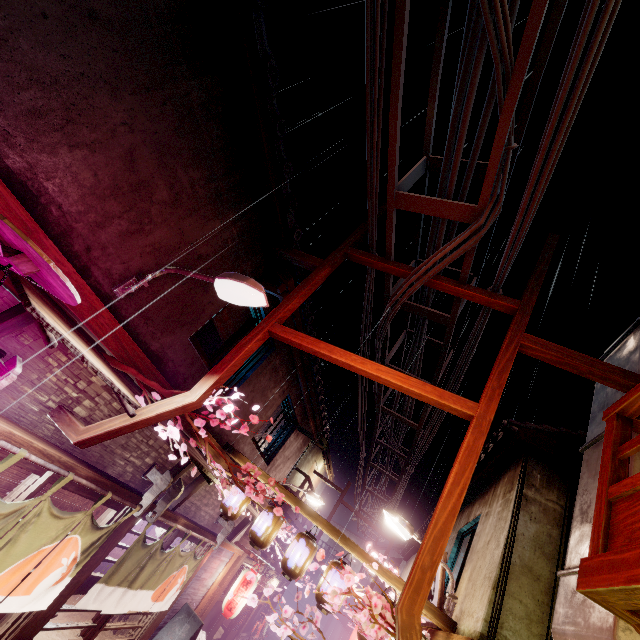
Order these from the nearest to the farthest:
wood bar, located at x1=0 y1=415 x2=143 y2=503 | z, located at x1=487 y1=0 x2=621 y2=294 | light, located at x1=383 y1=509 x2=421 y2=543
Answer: z, located at x1=487 y1=0 x2=621 y2=294, wood bar, located at x1=0 y1=415 x2=143 y2=503, light, located at x1=383 y1=509 x2=421 y2=543

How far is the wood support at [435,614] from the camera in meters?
9.1 m

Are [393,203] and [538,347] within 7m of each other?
yes

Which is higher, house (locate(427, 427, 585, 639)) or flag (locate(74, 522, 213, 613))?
house (locate(427, 427, 585, 639))

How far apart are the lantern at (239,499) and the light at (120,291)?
8.2 meters

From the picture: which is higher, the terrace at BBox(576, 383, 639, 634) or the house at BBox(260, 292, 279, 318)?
the house at BBox(260, 292, 279, 318)

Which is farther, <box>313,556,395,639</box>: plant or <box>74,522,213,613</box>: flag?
<box>74,522,213,613</box>: flag

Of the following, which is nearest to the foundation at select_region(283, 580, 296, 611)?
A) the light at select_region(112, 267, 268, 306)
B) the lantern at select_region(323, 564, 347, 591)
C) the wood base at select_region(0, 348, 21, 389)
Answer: Result: the lantern at select_region(323, 564, 347, 591)
